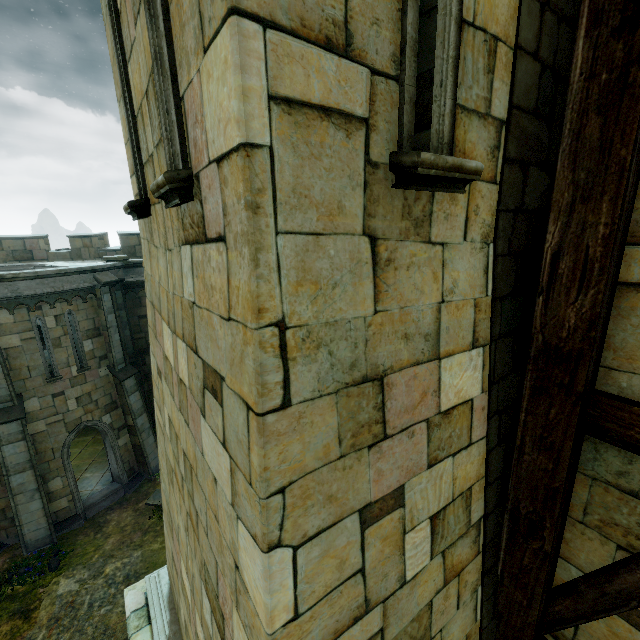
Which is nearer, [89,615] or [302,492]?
[302,492]

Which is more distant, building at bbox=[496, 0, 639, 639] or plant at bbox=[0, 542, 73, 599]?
plant at bbox=[0, 542, 73, 599]

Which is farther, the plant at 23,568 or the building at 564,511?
the plant at 23,568

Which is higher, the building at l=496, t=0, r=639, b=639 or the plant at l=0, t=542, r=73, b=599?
the building at l=496, t=0, r=639, b=639

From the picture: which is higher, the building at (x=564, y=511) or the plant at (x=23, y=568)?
the building at (x=564, y=511)
